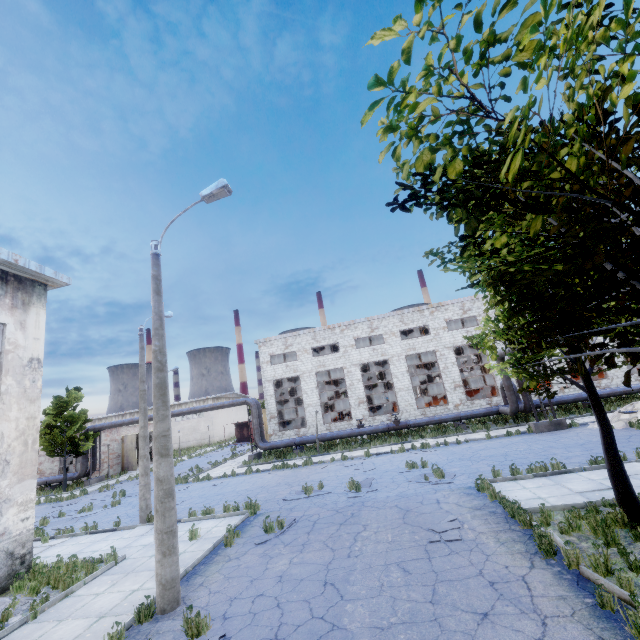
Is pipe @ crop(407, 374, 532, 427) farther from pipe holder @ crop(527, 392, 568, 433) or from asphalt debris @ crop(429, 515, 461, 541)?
asphalt debris @ crop(429, 515, 461, 541)

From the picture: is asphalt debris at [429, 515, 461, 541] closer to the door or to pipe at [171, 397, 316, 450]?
pipe at [171, 397, 316, 450]

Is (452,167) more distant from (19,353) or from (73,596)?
(19,353)

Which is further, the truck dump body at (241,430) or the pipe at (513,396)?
the truck dump body at (241,430)

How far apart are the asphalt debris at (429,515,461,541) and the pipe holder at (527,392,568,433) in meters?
13.1 m

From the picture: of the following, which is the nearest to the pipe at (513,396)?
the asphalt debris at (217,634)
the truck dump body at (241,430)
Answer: the asphalt debris at (217,634)

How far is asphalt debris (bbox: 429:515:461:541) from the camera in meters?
7.9 m

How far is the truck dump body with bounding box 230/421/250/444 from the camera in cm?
4778
